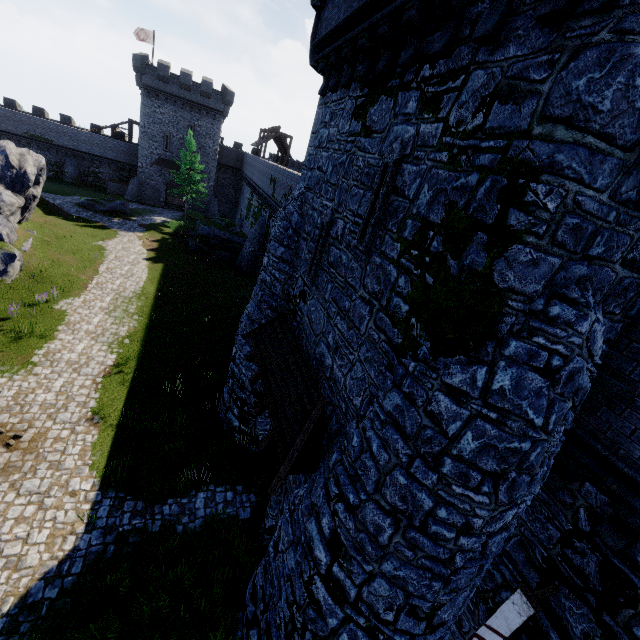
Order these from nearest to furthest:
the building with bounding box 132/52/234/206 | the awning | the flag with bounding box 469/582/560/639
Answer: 1. the flag with bounding box 469/582/560/639
2. the awning
3. the building with bounding box 132/52/234/206

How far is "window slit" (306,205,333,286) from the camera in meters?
8.5

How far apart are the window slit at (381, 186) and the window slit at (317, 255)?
1.5 meters

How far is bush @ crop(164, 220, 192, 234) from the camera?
35.9m

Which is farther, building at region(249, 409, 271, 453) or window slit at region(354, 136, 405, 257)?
building at region(249, 409, 271, 453)

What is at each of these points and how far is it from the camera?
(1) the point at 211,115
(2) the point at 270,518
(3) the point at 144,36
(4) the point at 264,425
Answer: (1) building, 43.47m
(2) building, 9.89m
(3) flag, 42.25m
(4) building, 12.41m

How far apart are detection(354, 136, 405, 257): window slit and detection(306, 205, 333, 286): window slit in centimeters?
153cm

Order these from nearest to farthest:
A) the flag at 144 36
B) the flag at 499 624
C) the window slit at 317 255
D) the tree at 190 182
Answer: the flag at 499 624 < the window slit at 317 255 < the tree at 190 182 < the flag at 144 36
